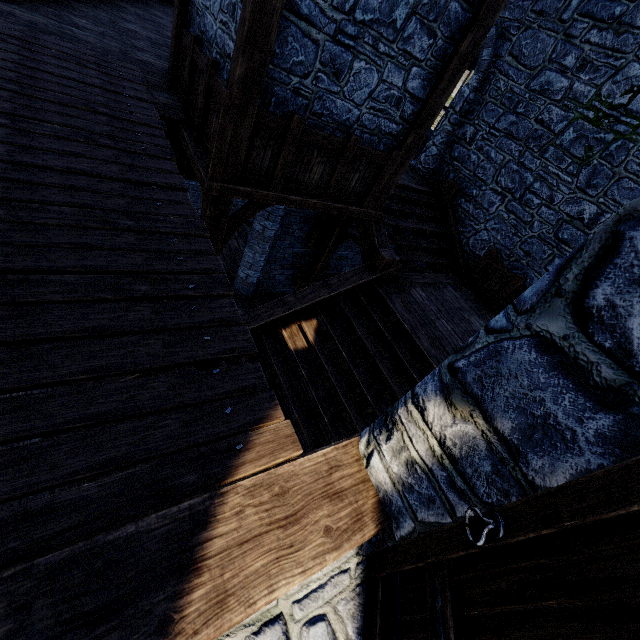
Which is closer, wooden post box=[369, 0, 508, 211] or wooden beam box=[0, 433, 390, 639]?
wooden beam box=[0, 433, 390, 639]

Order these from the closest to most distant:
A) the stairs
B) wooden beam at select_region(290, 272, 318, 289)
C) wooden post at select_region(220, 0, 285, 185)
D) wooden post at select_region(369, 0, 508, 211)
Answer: wooden post at select_region(220, 0, 285, 185), wooden post at select_region(369, 0, 508, 211), the stairs, wooden beam at select_region(290, 272, 318, 289)

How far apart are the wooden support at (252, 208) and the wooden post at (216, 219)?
0.1m

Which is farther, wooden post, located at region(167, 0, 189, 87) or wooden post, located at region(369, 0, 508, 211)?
wooden post, located at region(167, 0, 189, 87)

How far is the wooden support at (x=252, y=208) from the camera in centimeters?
509cm

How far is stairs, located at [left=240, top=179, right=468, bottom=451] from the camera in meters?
5.1 m

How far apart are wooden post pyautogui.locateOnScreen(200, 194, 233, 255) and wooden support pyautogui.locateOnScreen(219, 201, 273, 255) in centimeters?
7cm

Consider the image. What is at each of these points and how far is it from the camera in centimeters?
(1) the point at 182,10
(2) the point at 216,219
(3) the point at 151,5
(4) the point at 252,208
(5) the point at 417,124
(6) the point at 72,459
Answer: (1) wooden post, 527cm
(2) wooden post, 488cm
(3) building tower, 977cm
(4) wooden support, 511cm
(5) wooden post, 513cm
(6) walkway, 157cm
